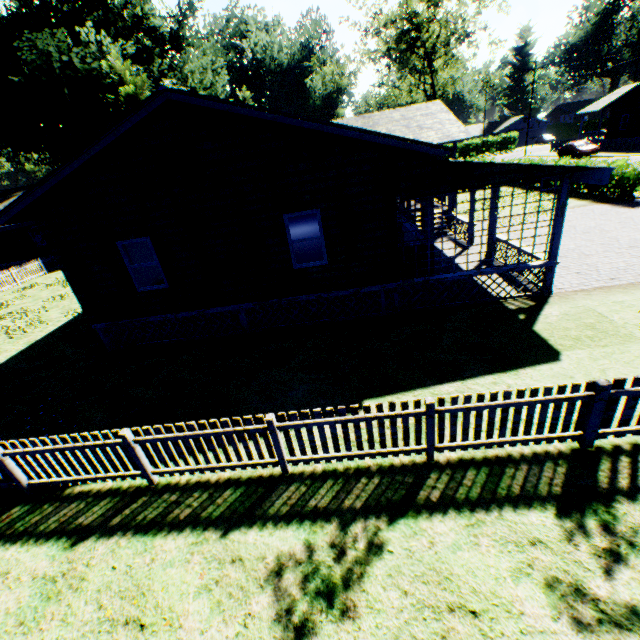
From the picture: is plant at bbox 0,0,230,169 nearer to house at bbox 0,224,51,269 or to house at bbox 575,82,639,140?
house at bbox 0,224,51,269

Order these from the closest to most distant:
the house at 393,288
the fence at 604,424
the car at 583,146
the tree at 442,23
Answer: the fence at 604,424, the house at 393,288, the tree at 442,23, the car at 583,146

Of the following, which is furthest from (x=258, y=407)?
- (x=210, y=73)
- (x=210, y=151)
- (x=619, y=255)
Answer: (x=210, y=73)

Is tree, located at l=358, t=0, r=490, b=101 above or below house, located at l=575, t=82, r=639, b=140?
above

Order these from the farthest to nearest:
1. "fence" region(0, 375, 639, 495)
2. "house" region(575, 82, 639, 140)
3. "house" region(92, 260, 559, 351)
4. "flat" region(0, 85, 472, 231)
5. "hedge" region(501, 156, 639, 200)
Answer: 1. "house" region(575, 82, 639, 140)
2. "hedge" region(501, 156, 639, 200)
3. "house" region(92, 260, 559, 351)
4. "flat" region(0, 85, 472, 231)
5. "fence" region(0, 375, 639, 495)

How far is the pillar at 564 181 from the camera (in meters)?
8.37

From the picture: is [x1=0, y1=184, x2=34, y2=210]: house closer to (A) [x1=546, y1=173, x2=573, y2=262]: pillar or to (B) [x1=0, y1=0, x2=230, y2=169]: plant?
(B) [x1=0, y1=0, x2=230, y2=169]: plant

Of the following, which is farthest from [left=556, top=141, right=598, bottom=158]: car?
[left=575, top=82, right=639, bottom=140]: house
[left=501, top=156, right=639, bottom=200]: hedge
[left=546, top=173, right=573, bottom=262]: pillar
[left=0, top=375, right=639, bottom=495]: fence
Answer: [left=546, top=173, right=573, bottom=262]: pillar
